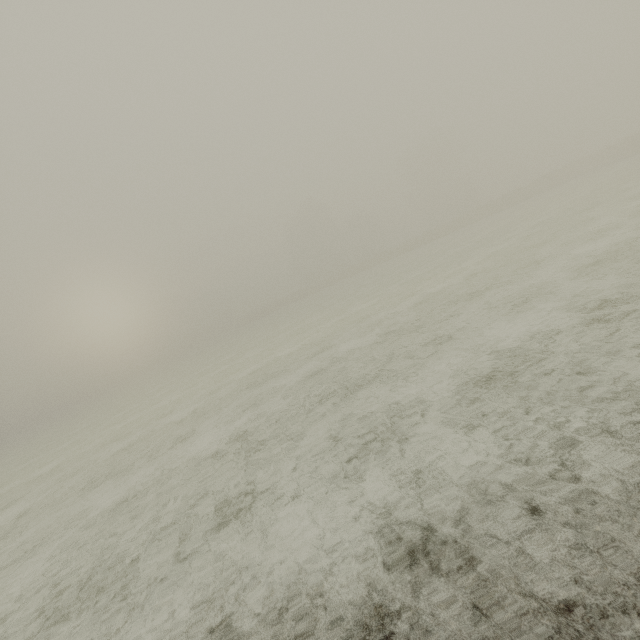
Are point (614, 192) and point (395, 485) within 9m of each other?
no
